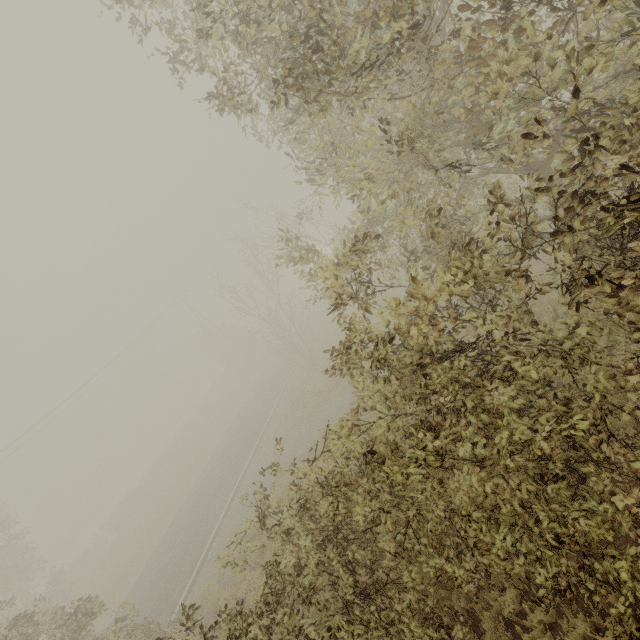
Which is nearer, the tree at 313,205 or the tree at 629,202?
the tree at 629,202

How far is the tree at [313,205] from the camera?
9.59m

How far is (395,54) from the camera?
3.7m

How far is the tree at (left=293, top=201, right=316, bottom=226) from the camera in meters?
9.6

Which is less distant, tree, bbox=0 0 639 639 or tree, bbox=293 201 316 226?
tree, bbox=0 0 639 639
